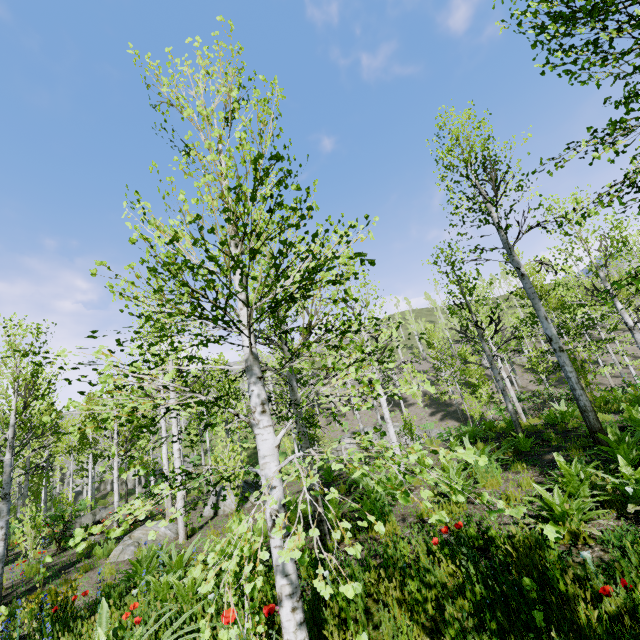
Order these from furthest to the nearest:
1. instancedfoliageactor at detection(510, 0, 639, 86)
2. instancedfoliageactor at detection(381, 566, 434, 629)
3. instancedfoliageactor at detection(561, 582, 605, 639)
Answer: instancedfoliageactor at detection(510, 0, 639, 86)
instancedfoliageactor at detection(381, 566, 434, 629)
instancedfoliageactor at detection(561, 582, 605, 639)

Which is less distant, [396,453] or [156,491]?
[156,491]

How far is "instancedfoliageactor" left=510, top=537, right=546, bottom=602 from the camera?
2.6 meters

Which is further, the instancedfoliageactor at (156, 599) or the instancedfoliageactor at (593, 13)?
the instancedfoliageactor at (593, 13)

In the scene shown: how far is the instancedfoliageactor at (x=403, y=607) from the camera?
2.91m

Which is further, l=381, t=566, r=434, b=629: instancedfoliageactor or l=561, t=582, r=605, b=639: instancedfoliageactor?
l=381, t=566, r=434, b=629: instancedfoliageactor
